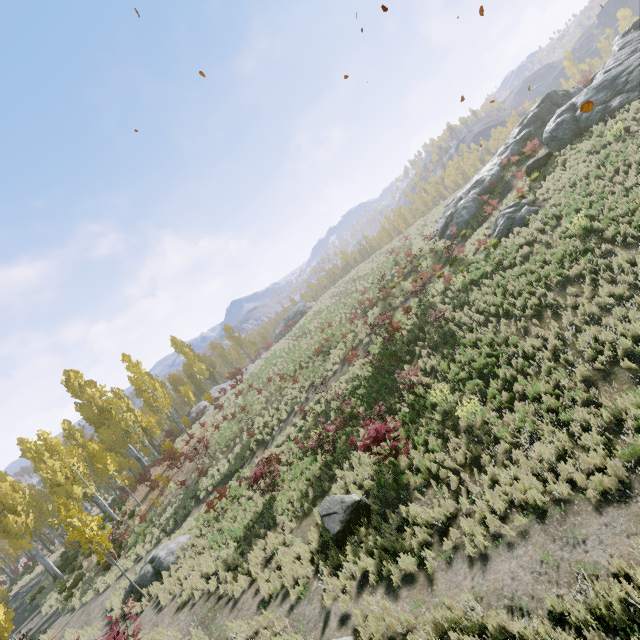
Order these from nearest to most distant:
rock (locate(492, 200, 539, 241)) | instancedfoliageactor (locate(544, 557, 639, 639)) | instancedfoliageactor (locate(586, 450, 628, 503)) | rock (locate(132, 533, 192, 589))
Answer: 1. instancedfoliageactor (locate(544, 557, 639, 639))
2. instancedfoliageactor (locate(586, 450, 628, 503))
3. rock (locate(132, 533, 192, 589))
4. rock (locate(492, 200, 539, 241))

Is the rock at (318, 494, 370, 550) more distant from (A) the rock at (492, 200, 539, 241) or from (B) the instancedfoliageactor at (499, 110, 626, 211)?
(A) the rock at (492, 200, 539, 241)

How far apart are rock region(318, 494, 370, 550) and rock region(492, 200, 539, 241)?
15.4m

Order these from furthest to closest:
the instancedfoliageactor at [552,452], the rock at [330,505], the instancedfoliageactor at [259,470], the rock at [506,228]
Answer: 1. the rock at [506,228]
2. the instancedfoliageactor at [259,470]
3. the rock at [330,505]
4. the instancedfoliageactor at [552,452]

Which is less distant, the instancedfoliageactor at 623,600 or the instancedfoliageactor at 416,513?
the instancedfoliageactor at 623,600

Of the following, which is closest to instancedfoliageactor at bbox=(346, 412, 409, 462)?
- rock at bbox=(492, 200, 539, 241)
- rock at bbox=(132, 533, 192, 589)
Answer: rock at bbox=(132, 533, 192, 589)

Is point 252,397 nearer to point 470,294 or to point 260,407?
point 260,407
